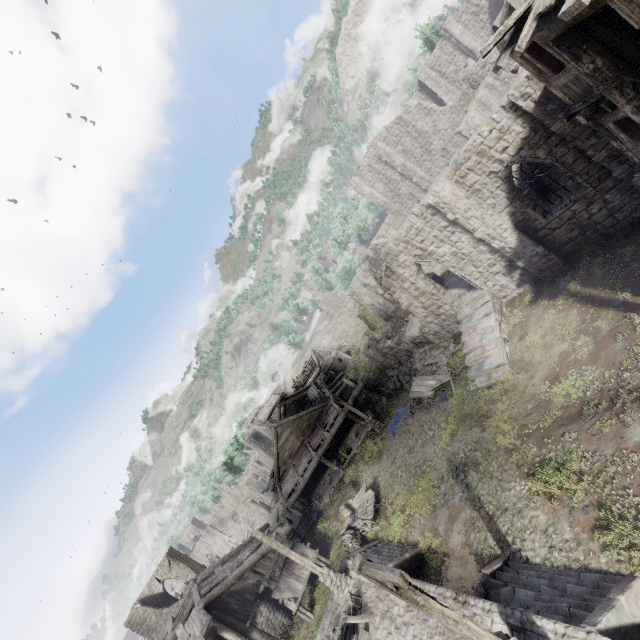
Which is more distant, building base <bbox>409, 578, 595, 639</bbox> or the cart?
the cart

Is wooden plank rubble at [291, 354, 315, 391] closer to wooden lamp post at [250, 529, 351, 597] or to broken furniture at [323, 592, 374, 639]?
wooden lamp post at [250, 529, 351, 597]

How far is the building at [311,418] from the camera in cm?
2567

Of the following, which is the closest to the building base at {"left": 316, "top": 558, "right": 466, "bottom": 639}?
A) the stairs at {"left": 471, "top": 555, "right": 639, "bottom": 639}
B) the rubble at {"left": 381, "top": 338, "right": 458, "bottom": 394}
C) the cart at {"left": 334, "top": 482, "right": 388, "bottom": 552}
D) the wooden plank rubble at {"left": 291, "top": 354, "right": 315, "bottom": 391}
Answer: the stairs at {"left": 471, "top": 555, "right": 639, "bottom": 639}

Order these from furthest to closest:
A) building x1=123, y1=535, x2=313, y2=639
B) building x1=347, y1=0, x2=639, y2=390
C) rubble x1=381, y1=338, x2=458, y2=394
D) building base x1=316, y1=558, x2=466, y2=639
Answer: rubble x1=381, y1=338, x2=458, y2=394, building x1=123, y1=535, x2=313, y2=639, building base x1=316, y1=558, x2=466, y2=639, building x1=347, y1=0, x2=639, y2=390

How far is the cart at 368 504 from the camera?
17.7m

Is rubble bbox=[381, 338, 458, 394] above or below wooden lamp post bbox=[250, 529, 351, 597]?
below

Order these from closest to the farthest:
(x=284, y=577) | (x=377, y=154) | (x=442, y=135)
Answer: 1. (x=284, y=577)
2. (x=442, y=135)
3. (x=377, y=154)
